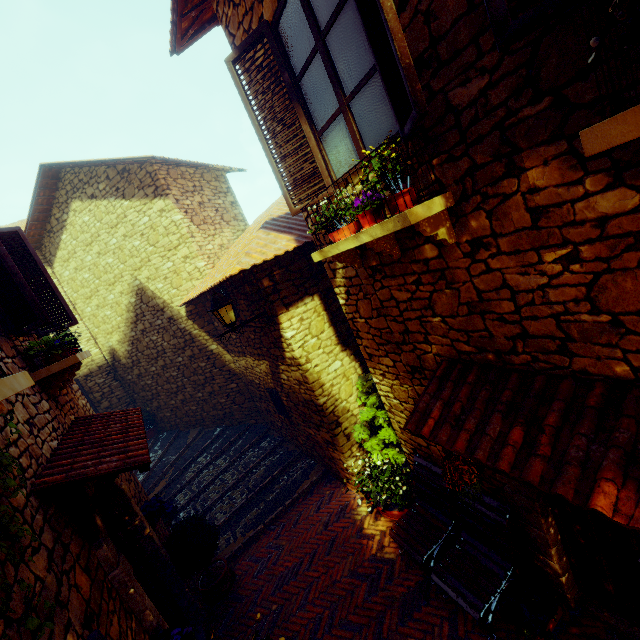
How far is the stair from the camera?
6.40m

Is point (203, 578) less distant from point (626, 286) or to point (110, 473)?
point (110, 473)

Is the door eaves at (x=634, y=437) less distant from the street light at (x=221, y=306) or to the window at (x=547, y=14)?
the window at (x=547, y=14)

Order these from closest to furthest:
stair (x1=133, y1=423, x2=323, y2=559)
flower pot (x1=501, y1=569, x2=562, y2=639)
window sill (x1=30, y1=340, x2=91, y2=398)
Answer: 1. flower pot (x1=501, y1=569, x2=562, y2=639)
2. window sill (x1=30, y1=340, x2=91, y2=398)
3. stair (x1=133, y1=423, x2=323, y2=559)

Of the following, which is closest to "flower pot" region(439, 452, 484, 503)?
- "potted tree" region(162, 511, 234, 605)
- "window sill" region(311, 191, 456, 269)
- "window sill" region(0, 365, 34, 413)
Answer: "window sill" region(311, 191, 456, 269)

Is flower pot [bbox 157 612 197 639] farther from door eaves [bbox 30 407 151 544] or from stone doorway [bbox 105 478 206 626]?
→ door eaves [bbox 30 407 151 544]

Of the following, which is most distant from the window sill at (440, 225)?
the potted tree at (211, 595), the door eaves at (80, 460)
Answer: the potted tree at (211, 595)

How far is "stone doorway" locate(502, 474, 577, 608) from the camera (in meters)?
3.01
